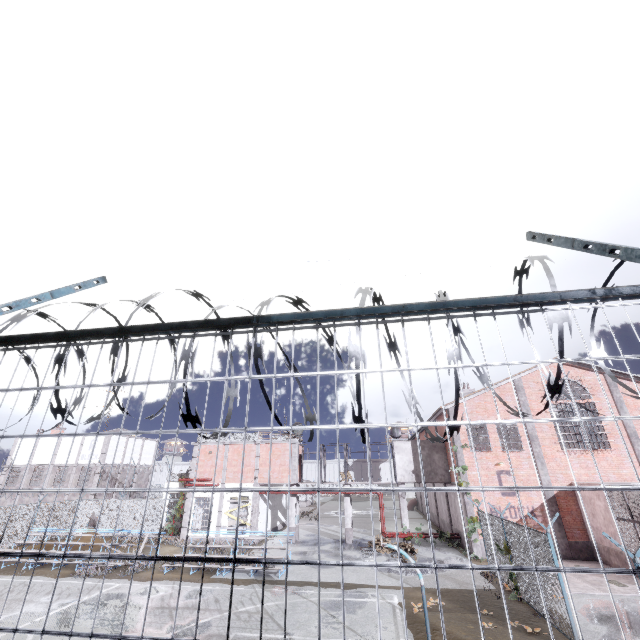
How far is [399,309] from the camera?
1.6 meters

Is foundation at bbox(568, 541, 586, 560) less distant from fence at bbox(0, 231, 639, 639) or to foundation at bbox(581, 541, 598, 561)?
foundation at bbox(581, 541, 598, 561)

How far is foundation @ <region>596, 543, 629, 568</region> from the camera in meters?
16.3 m

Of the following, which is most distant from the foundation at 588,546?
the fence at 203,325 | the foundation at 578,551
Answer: the fence at 203,325

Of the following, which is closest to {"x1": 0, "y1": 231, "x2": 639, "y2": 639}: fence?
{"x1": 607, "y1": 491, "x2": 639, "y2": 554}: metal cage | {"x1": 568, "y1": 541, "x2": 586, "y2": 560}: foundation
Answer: {"x1": 607, "y1": 491, "x2": 639, "y2": 554}: metal cage

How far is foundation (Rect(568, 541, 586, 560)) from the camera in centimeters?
1866cm

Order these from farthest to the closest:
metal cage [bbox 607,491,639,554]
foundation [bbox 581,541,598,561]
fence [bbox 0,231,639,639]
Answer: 1. foundation [bbox 581,541,598,561]
2. metal cage [bbox 607,491,639,554]
3. fence [bbox 0,231,639,639]

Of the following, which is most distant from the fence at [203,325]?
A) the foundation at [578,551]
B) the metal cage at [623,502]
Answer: the foundation at [578,551]
